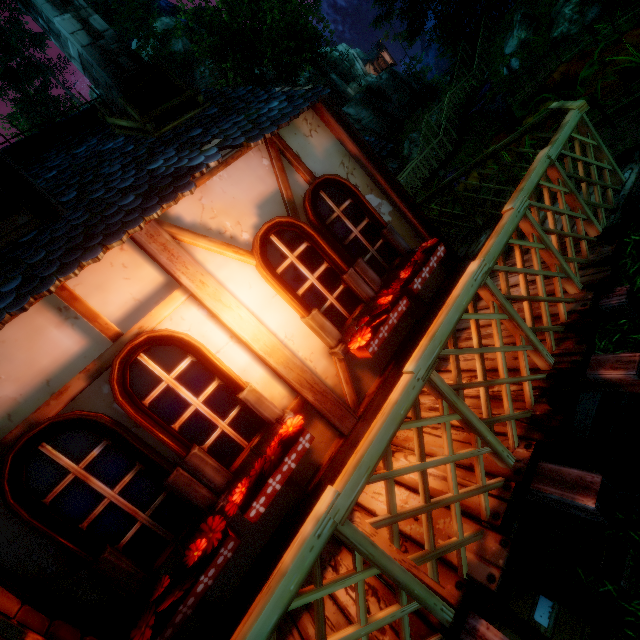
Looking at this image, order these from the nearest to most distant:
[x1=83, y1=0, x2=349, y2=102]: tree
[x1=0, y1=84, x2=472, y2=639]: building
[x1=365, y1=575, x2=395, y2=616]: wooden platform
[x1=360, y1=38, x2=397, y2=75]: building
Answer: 1. [x1=365, y1=575, x2=395, y2=616]: wooden platform
2. [x1=0, y1=84, x2=472, y2=639]: building
3. [x1=83, y1=0, x2=349, y2=102]: tree
4. [x1=360, y1=38, x2=397, y2=75]: building

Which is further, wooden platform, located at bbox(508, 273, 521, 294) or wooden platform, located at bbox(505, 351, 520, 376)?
wooden platform, located at bbox(508, 273, 521, 294)

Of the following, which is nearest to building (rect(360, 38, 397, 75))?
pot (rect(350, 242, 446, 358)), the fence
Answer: the fence

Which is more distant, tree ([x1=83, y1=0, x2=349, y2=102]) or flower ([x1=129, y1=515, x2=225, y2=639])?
tree ([x1=83, y1=0, x2=349, y2=102])

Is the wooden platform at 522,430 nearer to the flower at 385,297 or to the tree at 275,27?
the flower at 385,297

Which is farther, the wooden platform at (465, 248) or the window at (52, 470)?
the wooden platform at (465, 248)

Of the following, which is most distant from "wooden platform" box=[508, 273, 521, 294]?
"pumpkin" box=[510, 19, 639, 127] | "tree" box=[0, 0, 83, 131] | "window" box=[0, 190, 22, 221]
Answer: "tree" box=[0, 0, 83, 131]

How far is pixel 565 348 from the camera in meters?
2.4
